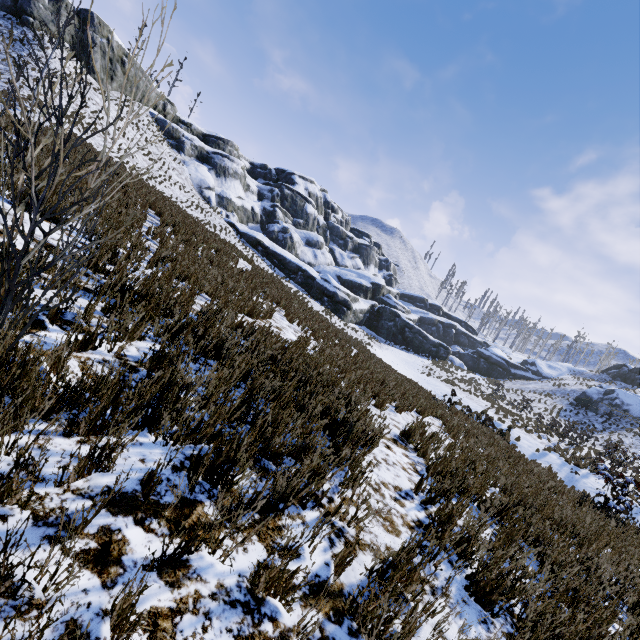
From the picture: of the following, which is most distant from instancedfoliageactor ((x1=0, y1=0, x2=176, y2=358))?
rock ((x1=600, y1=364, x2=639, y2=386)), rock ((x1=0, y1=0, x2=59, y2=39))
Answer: rock ((x1=600, y1=364, x2=639, y2=386))

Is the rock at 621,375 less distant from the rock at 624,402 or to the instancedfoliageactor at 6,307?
the rock at 624,402

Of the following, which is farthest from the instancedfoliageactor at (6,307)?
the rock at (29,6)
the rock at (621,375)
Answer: the rock at (621,375)

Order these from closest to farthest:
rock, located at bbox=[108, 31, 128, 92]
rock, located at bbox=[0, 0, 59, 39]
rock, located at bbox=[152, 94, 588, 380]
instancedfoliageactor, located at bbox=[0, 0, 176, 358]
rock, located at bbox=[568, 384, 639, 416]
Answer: instancedfoliageactor, located at bbox=[0, 0, 176, 358] → rock, located at bbox=[0, 0, 59, 39] → rock, located at bbox=[568, 384, 639, 416] → rock, located at bbox=[108, 31, 128, 92] → rock, located at bbox=[152, 94, 588, 380]

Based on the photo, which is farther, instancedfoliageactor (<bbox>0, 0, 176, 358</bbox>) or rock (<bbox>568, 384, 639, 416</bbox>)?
rock (<bbox>568, 384, 639, 416</bbox>)

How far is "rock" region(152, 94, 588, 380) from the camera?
38.7m

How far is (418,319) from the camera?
56.8m
